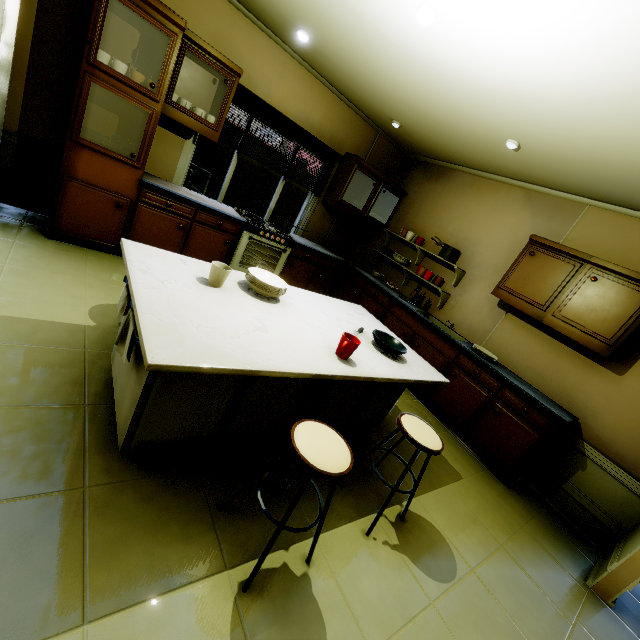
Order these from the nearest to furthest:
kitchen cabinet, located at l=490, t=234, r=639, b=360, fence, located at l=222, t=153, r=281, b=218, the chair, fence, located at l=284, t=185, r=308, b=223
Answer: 1. the chair
2. kitchen cabinet, located at l=490, t=234, r=639, b=360
3. fence, located at l=222, t=153, r=281, b=218
4. fence, located at l=284, t=185, r=308, b=223

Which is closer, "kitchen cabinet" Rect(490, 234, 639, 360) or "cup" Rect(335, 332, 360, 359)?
"cup" Rect(335, 332, 360, 359)

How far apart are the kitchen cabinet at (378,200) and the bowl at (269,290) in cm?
188

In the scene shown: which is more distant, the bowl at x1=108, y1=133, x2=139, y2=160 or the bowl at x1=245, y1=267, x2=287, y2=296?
the bowl at x1=108, y1=133, x2=139, y2=160

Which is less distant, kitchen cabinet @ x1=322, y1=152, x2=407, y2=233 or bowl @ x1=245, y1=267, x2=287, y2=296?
bowl @ x1=245, y1=267, x2=287, y2=296

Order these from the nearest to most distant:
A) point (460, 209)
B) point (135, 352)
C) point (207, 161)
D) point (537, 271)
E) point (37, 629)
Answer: point (37, 629)
point (135, 352)
point (537, 271)
point (460, 209)
point (207, 161)

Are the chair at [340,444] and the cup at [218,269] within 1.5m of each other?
yes

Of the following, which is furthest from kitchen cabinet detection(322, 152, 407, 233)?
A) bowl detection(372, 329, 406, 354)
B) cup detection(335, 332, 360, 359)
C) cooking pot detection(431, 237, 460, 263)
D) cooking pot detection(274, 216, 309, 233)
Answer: cup detection(335, 332, 360, 359)
